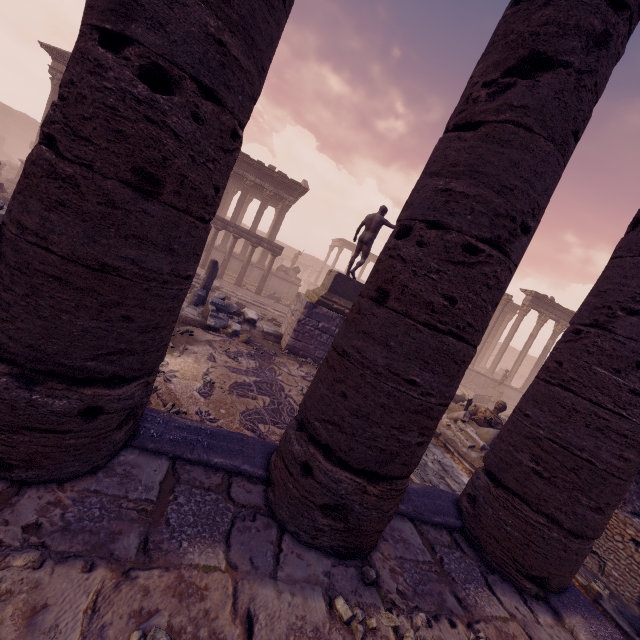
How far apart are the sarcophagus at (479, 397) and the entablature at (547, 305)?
6.9 meters

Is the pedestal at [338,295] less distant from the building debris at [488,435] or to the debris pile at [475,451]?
the debris pile at [475,451]

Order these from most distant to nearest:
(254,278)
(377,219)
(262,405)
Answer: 1. (254,278)
2. (377,219)
3. (262,405)

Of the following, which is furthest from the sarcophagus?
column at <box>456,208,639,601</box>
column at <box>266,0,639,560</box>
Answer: column at <box>266,0,639,560</box>

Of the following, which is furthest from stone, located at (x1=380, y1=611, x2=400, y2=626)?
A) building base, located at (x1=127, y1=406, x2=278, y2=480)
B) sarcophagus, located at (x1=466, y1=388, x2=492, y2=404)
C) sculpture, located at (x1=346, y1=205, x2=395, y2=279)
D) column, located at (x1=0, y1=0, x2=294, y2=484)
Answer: sarcophagus, located at (x1=466, y1=388, x2=492, y2=404)

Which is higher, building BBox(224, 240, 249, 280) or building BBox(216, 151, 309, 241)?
building BBox(216, 151, 309, 241)

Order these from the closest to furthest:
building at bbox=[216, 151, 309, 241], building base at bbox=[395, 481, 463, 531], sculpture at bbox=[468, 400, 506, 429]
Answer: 1. building base at bbox=[395, 481, 463, 531]
2. sculpture at bbox=[468, 400, 506, 429]
3. building at bbox=[216, 151, 309, 241]

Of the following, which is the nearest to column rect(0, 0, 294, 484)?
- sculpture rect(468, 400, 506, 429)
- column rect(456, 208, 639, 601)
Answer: column rect(456, 208, 639, 601)
